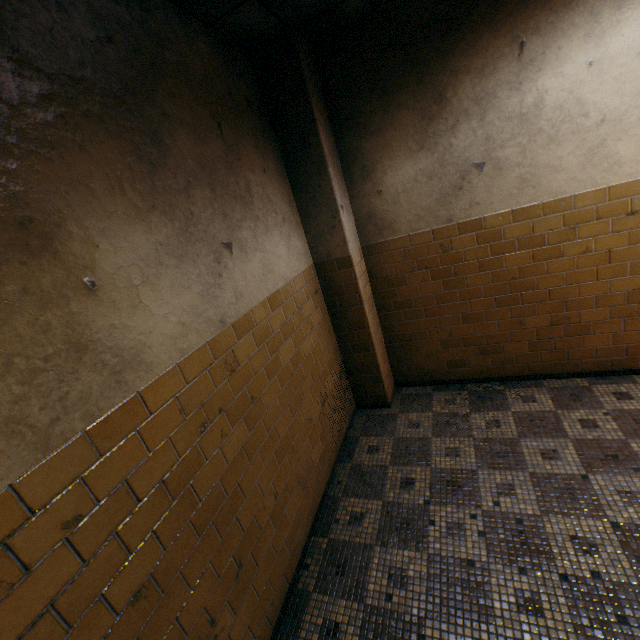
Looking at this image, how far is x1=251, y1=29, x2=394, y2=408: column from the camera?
2.9m

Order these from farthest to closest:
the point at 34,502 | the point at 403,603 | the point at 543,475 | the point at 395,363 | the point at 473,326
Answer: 1. the point at 395,363
2. the point at 473,326
3. the point at 543,475
4. the point at 403,603
5. the point at 34,502

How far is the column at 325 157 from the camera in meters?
2.9 m
